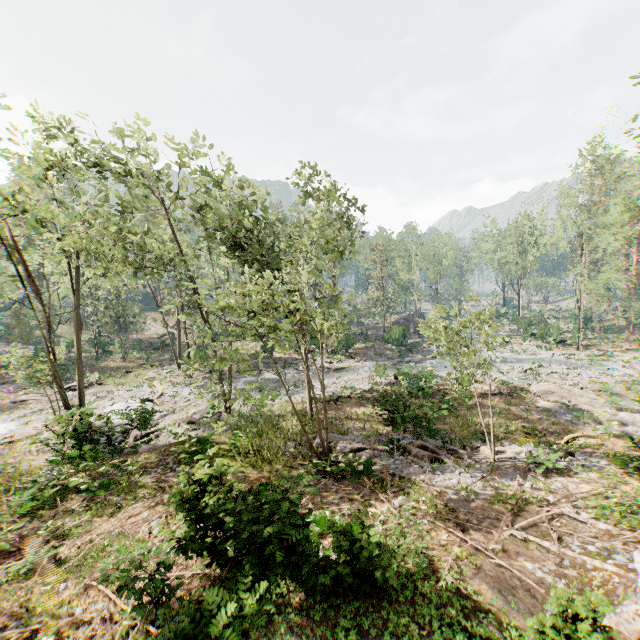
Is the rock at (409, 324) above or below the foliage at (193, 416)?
above

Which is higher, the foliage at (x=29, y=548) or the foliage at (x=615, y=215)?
the foliage at (x=615, y=215)

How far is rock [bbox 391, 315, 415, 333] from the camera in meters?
45.1 m

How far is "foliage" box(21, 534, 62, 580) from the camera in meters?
8.4

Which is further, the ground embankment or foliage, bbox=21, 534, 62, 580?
foliage, bbox=21, 534, 62, 580

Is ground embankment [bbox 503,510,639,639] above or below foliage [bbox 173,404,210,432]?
above

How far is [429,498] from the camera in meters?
11.0
